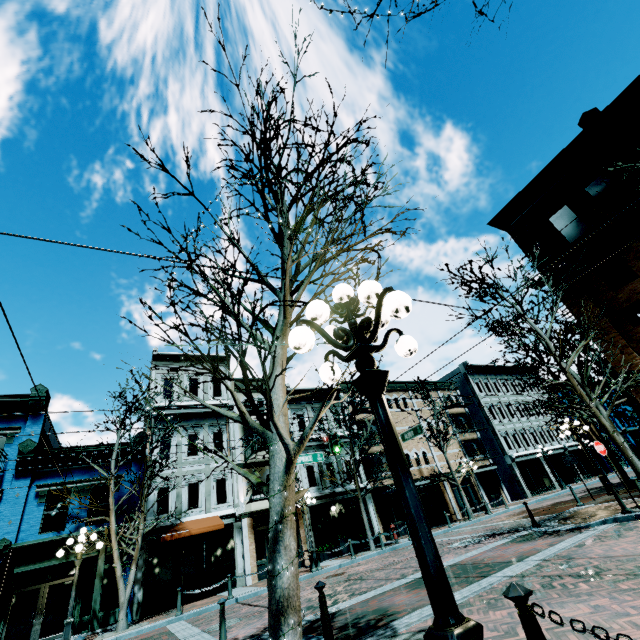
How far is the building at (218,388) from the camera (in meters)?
21.94

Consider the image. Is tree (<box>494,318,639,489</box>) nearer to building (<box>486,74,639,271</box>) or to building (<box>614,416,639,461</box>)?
building (<box>486,74,639,271</box>)

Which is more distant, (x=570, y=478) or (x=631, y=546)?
(x=570, y=478)

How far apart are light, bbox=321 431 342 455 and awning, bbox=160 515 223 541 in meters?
7.9 m

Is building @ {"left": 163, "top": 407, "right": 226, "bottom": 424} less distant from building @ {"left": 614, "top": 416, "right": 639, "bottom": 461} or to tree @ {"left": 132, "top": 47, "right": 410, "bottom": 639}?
tree @ {"left": 132, "top": 47, "right": 410, "bottom": 639}

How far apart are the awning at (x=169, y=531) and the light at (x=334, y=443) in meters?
7.9 m

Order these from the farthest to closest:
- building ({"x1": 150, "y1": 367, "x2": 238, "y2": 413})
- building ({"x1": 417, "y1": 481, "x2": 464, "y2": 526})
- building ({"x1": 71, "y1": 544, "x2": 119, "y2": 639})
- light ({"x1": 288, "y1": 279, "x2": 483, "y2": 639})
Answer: building ({"x1": 417, "y1": 481, "x2": 464, "y2": 526})
building ({"x1": 150, "y1": 367, "x2": 238, "y2": 413})
building ({"x1": 71, "y1": 544, "x2": 119, "y2": 639})
light ({"x1": 288, "y1": 279, "x2": 483, "y2": 639})

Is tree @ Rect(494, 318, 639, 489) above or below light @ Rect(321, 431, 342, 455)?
below
